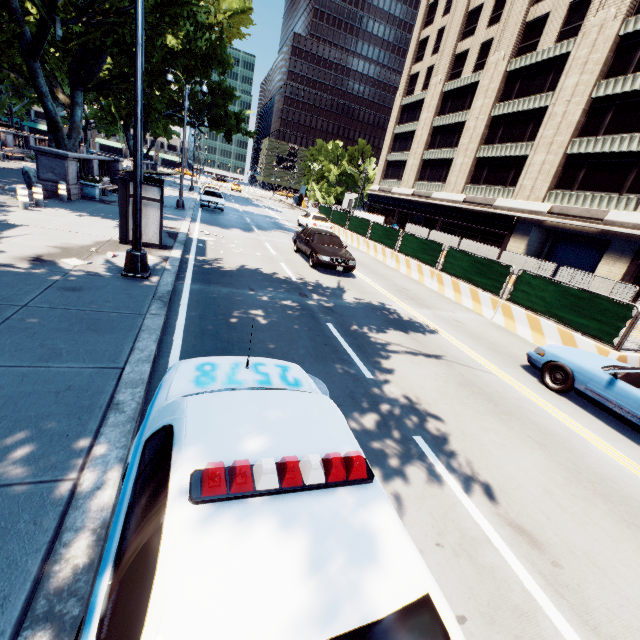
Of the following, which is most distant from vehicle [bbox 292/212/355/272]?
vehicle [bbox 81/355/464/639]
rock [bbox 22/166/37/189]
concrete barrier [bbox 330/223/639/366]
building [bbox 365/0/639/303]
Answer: building [bbox 365/0/639/303]

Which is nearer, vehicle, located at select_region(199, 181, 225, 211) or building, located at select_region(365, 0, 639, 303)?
building, located at select_region(365, 0, 639, 303)

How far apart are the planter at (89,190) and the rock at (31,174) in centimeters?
131cm

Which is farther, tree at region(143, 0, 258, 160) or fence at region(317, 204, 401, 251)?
fence at region(317, 204, 401, 251)

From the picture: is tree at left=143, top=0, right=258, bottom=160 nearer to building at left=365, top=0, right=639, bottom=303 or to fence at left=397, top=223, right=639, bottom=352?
building at left=365, top=0, right=639, bottom=303

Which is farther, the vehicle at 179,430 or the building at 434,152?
the building at 434,152

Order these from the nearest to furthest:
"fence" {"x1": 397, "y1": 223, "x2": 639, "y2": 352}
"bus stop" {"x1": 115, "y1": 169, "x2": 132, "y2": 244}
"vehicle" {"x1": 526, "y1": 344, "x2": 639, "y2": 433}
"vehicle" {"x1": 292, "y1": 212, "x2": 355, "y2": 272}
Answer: "vehicle" {"x1": 526, "y1": 344, "x2": 639, "y2": 433}, "fence" {"x1": 397, "y1": 223, "x2": 639, "y2": 352}, "bus stop" {"x1": 115, "y1": 169, "x2": 132, "y2": 244}, "vehicle" {"x1": 292, "y1": 212, "x2": 355, "y2": 272}

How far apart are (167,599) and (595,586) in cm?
426
